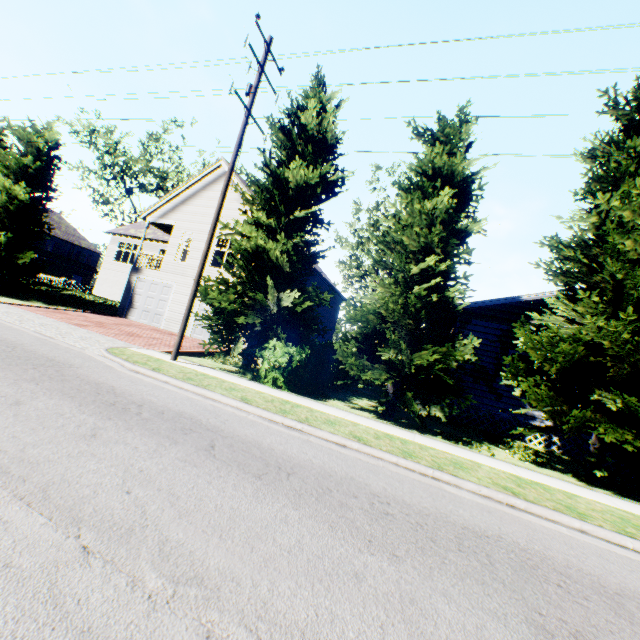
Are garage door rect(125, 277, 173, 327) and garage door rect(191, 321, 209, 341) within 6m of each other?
yes

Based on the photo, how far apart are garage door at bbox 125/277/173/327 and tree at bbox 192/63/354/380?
11.05m

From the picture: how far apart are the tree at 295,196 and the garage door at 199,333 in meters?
6.8

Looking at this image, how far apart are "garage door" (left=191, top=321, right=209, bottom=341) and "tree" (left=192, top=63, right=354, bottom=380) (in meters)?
6.82

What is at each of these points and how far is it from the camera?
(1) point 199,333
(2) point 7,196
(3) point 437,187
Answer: (1) garage door, 18.94m
(2) tree, 18.14m
(3) tree, 10.93m

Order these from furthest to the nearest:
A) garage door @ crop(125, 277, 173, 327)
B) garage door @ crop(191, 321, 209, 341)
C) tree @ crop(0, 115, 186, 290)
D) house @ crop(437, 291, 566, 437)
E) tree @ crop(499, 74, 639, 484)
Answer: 1. garage door @ crop(125, 277, 173, 327)
2. garage door @ crop(191, 321, 209, 341)
3. tree @ crop(0, 115, 186, 290)
4. house @ crop(437, 291, 566, 437)
5. tree @ crop(499, 74, 639, 484)

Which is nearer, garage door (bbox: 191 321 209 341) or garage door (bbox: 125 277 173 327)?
garage door (bbox: 191 321 209 341)

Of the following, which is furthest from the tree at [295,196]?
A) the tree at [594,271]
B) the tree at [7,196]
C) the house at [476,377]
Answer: the tree at [594,271]
